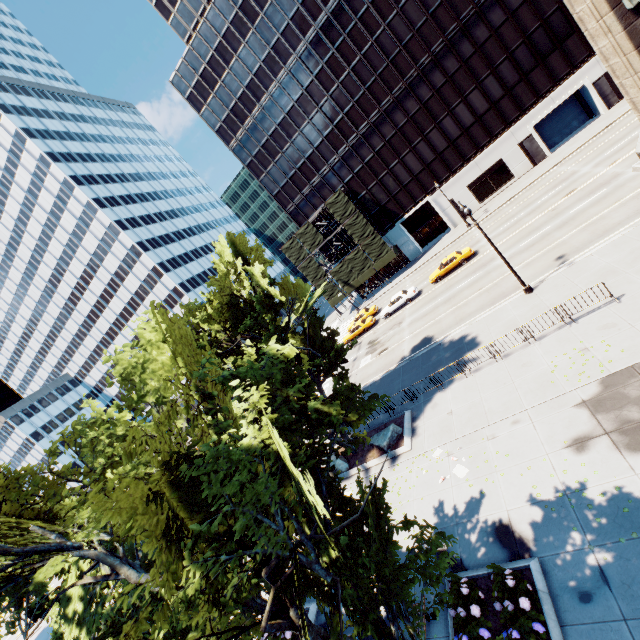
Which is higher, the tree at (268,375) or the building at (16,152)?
the building at (16,152)

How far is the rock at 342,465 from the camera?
19.9 meters

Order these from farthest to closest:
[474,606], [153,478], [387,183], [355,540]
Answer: [387,183], [474,606], [355,540], [153,478]

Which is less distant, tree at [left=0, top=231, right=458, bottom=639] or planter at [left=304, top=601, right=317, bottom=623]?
tree at [left=0, top=231, right=458, bottom=639]

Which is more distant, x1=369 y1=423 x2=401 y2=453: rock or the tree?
x1=369 y1=423 x2=401 y2=453: rock

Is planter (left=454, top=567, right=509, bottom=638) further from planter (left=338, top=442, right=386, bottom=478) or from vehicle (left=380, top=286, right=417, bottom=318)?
vehicle (left=380, top=286, right=417, bottom=318)

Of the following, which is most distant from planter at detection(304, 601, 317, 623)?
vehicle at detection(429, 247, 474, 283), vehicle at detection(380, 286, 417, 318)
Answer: vehicle at detection(429, 247, 474, 283)

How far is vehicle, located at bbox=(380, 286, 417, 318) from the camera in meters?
36.2
